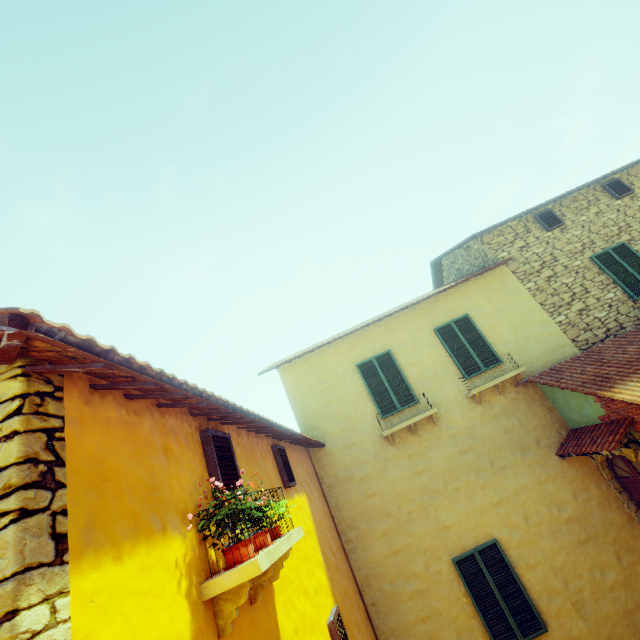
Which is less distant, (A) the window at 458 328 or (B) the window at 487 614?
(B) the window at 487 614

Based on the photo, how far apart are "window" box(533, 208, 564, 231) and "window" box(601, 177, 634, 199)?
1.9 meters

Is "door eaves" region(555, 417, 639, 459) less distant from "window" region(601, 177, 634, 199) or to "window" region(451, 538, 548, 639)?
"window" region(451, 538, 548, 639)

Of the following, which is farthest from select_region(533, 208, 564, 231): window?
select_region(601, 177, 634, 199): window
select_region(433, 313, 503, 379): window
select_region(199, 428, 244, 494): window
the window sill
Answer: the window sill

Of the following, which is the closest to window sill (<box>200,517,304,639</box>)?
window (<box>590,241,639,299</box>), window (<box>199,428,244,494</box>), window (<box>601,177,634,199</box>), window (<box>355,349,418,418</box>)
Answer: window (<box>199,428,244,494</box>)

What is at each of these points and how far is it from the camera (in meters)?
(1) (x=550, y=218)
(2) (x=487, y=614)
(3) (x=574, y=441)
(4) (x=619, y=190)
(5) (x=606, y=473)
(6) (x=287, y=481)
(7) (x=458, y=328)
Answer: (1) window, 10.27
(2) window, 6.66
(3) door eaves, 7.27
(4) window, 10.29
(5) stone doorway, 7.27
(6) window, 5.33
(7) window, 9.28

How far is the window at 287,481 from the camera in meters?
5.4

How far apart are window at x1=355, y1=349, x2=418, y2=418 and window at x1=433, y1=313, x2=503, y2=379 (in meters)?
1.38
